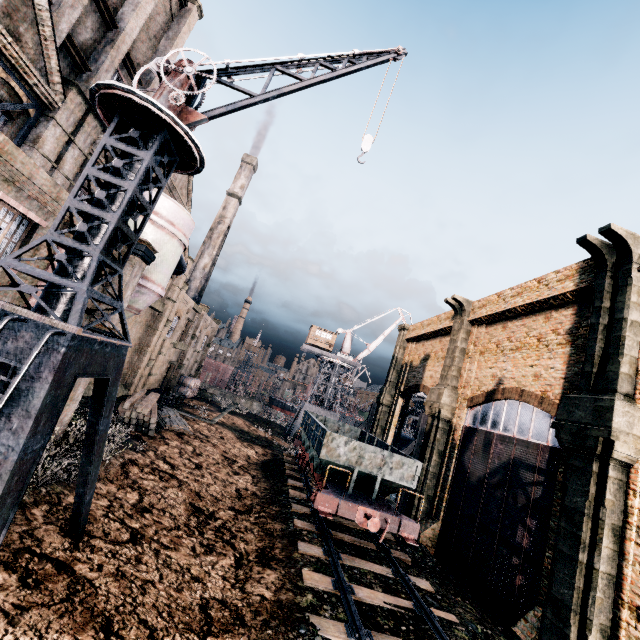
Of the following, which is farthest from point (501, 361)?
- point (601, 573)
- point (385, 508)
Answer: point (385, 508)

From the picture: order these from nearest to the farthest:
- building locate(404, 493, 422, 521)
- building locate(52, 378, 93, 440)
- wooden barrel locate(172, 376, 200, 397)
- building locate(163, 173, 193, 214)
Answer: building locate(52, 378, 93, 440) → building locate(404, 493, 422, 521) → building locate(163, 173, 193, 214) → wooden barrel locate(172, 376, 200, 397)

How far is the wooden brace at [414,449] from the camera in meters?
23.8 m

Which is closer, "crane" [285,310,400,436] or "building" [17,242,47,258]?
"building" [17,242,47,258]

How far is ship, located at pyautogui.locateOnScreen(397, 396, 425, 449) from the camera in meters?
46.2 m

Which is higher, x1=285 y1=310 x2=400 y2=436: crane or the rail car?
x1=285 y1=310 x2=400 y2=436: crane

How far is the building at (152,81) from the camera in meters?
21.0 m

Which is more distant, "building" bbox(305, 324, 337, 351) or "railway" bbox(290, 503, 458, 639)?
"building" bbox(305, 324, 337, 351)
